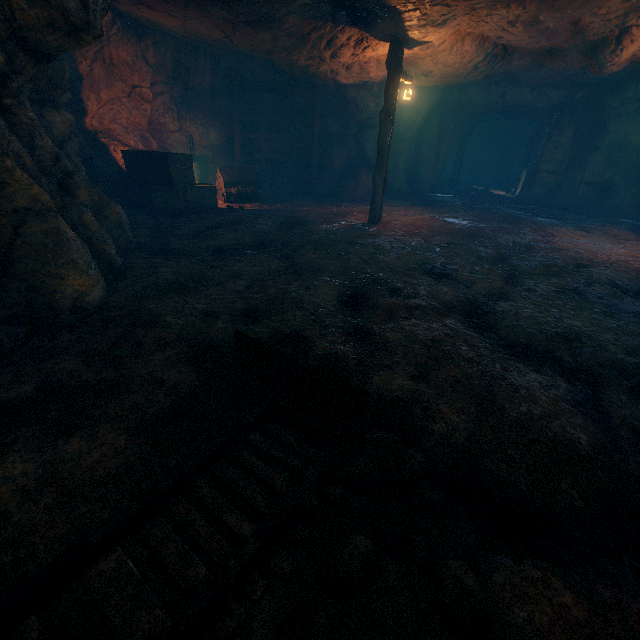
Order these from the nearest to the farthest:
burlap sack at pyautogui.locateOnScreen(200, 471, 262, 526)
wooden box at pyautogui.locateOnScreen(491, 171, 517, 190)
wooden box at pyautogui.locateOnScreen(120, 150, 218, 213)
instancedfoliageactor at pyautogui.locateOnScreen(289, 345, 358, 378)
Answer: burlap sack at pyautogui.locateOnScreen(200, 471, 262, 526) < instancedfoliageactor at pyautogui.locateOnScreen(289, 345, 358, 378) < wooden box at pyautogui.locateOnScreen(120, 150, 218, 213) < wooden box at pyautogui.locateOnScreen(491, 171, 517, 190)

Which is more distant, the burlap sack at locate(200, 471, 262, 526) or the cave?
the cave

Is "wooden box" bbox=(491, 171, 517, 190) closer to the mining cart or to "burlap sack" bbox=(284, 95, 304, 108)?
"burlap sack" bbox=(284, 95, 304, 108)

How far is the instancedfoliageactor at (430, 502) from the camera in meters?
2.1 m

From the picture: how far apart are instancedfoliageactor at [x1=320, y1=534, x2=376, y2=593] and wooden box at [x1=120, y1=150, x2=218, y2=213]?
10.7 meters

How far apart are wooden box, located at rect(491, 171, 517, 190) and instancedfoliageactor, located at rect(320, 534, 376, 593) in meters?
27.5

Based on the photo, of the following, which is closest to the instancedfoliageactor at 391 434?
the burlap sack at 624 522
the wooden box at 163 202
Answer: the burlap sack at 624 522

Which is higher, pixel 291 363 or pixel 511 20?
pixel 511 20
